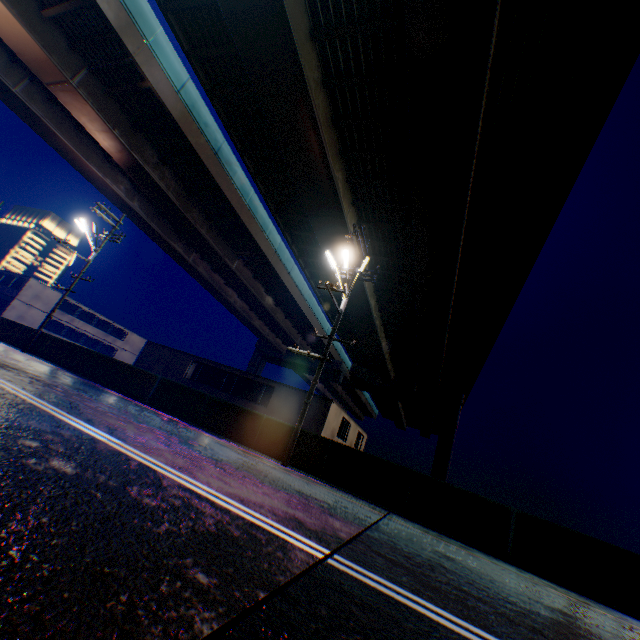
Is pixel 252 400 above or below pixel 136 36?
below

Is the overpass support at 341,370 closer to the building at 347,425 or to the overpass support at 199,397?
the overpass support at 199,397

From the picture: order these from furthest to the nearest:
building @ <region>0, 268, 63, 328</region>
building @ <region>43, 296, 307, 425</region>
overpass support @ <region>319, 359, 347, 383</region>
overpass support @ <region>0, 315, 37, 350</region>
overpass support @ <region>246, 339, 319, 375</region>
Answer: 1. overpass support @ <region>246, 339, 319, 375</region>
2. overpass support @ <region>319, 359, 347, 383</region>
3. building @ <region>0, 268, 63, 328</region>
4. building @ <region>43, 296, 307, 425</region>
5. overpass support @ <region>0, 315, 37, 350</region>

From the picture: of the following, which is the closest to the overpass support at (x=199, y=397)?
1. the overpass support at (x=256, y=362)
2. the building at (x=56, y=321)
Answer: the overpass support at (x=256, y=362)

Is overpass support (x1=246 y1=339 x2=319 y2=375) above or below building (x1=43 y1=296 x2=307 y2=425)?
above

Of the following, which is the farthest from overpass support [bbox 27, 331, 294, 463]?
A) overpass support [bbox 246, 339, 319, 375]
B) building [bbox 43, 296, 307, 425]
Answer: building [bbox 43, 296, 307, 425]

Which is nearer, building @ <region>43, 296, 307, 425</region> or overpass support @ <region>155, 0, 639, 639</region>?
overpass support @ <region>155, 0, 639, 639</region>

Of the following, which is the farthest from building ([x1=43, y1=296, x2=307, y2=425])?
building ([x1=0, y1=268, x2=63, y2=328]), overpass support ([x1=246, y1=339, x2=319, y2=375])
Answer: overpass support ([x1=246, y1=339, x2=319, y2=375])
